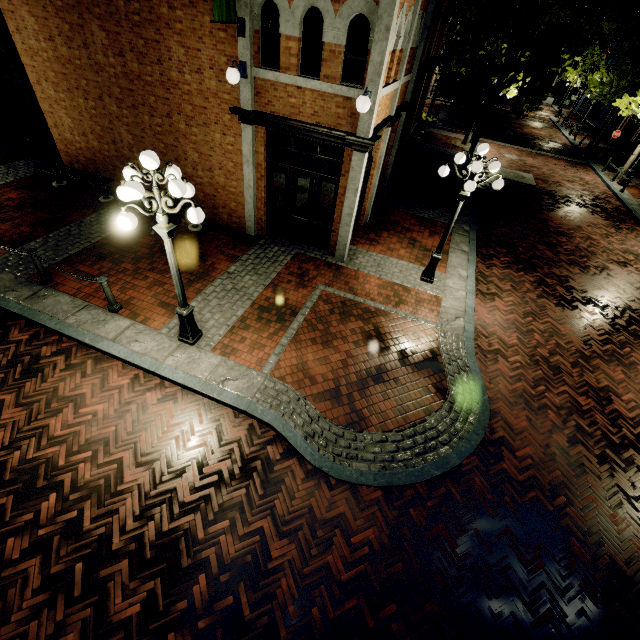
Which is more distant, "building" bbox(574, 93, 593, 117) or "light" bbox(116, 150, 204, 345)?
"building" bbox(574, 93, 593, 117)

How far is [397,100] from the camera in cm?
938

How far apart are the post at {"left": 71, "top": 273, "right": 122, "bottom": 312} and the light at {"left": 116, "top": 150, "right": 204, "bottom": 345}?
1.66m

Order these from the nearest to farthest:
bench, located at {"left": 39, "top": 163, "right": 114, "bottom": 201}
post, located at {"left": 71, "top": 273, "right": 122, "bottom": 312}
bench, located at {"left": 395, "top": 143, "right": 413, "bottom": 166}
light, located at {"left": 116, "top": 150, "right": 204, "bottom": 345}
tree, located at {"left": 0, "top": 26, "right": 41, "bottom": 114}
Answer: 1. light, located at {"left": 116, "top": 150, "right": 204, "bottom": 345}
2. post, located at {"left": 71, "top": 273, "right": 122, "bottom": 312}
3. bench, located at {"left": 39, "top": 163, "right": 114, "bottom": 201}
4. tree, located at {"left": 0, "top": 26, "right": 41, "bottom": 114}
5. bench, located at {"left": 395, "top": 143, "right": 413, "bottom": 166}

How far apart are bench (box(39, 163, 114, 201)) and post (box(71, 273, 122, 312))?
5.4m

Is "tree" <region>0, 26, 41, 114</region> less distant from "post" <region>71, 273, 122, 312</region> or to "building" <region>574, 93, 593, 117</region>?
"building" <region>574, 93, 593, 117</region>

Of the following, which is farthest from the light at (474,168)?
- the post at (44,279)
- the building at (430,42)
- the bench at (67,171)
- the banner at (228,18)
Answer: the building at (430,42)

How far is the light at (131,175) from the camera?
4.3 meters
